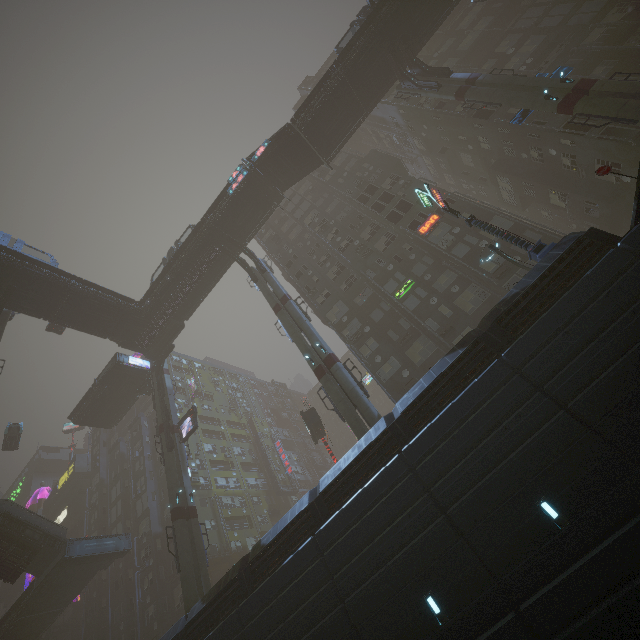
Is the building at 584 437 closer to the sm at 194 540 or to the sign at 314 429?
the sm at 194 540

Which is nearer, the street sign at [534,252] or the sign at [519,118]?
the street sign at [534,252]

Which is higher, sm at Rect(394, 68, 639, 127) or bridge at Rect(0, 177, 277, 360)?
bridge at Rect(0, 177, 277, 360)

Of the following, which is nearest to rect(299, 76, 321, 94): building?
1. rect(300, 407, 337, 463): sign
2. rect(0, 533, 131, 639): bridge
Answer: rect(0, 533, 131, 639): bridge

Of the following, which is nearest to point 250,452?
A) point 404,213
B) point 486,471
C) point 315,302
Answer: point 315,302

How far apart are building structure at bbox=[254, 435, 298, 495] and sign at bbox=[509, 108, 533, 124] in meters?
54.7

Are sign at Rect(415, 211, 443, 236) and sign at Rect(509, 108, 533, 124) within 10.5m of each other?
yes

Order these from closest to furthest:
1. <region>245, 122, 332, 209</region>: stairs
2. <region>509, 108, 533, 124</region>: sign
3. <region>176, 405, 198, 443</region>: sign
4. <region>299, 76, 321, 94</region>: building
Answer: <region>509, 108, 533, 124</region>: sign
<region>245, 122, 332, 209</region>: stairs
<region>176, 405, 198, 443</region>: sign
<region>299, 76, 321, 94</region>: building
